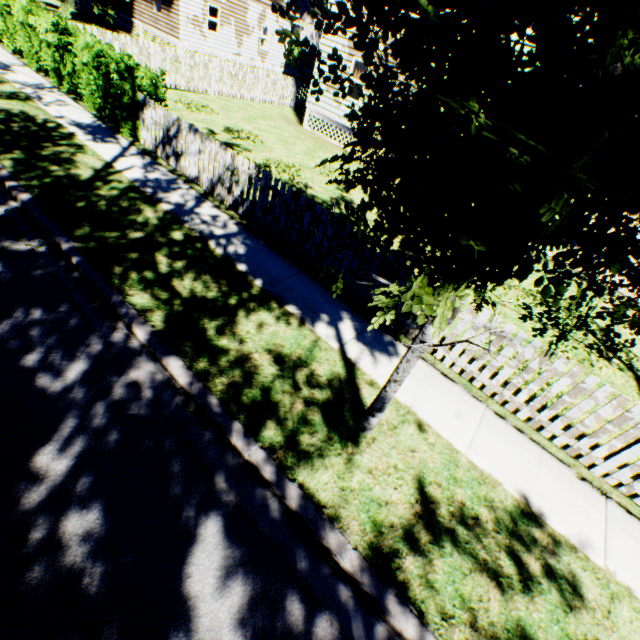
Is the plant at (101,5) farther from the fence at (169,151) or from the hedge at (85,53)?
the hedge at (85,53)

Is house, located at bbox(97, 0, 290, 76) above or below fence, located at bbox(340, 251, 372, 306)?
above

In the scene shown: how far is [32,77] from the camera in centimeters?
1051cm

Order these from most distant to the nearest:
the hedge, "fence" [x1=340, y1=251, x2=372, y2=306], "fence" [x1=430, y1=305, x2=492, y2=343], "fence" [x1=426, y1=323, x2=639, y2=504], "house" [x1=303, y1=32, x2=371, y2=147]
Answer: "house" [x1=303, y1=32, x2=371, y2=147] < the hedge < "fence" [x1=340, y1=251, x2=372, y2=306] < "fence" [x1=430, y1=305, x2=492, y2=343] < "fence" [x1=426, y1=323, x2=639, y2=504]

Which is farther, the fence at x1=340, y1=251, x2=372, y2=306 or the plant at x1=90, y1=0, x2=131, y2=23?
the plant at x1=90, y1=0, x2=131, y2=23

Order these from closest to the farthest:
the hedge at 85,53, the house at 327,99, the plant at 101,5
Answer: the hedge at 85,53 < the house at 327,99 < the plant at 101,5

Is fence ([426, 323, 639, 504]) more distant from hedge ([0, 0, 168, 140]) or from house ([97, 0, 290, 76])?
house ([97, 0, 290, 76])
